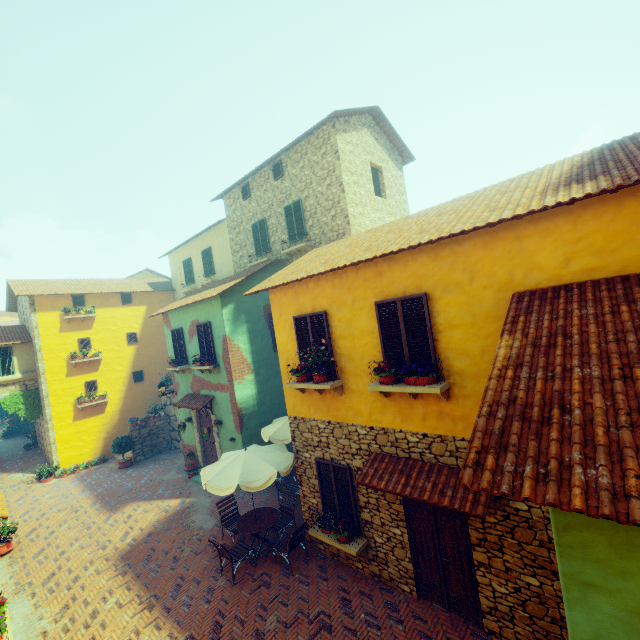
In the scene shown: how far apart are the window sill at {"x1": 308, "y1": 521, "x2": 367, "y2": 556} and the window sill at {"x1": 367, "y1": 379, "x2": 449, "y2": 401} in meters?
3.3

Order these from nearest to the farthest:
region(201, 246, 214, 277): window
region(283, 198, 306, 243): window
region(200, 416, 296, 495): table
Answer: region(200, 416, 296, 495): table, region(283, 198, 306, 243): window, region(201, 246, 214, 277): window

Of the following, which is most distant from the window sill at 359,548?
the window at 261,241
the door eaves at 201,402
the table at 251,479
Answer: the window at 261,241

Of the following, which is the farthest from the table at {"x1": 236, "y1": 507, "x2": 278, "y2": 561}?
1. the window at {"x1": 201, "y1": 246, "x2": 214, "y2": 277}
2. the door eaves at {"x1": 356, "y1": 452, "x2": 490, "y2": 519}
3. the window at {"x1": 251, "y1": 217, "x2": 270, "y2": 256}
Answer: the window at {"x1": 201, "y1": 246, "x2": 214, "y2": 277}

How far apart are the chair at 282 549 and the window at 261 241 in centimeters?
1014cm

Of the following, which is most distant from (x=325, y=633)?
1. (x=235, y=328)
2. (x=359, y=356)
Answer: (x=235, y=328)

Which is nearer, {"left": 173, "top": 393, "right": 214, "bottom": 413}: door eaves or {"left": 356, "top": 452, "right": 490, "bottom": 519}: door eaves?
{"left": 356, "top": 452, "right": 490, "bottom": 519}: door eaves

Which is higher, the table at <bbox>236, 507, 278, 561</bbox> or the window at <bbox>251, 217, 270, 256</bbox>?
the window at <bbox>251, 217, 270, 256</bbox>
